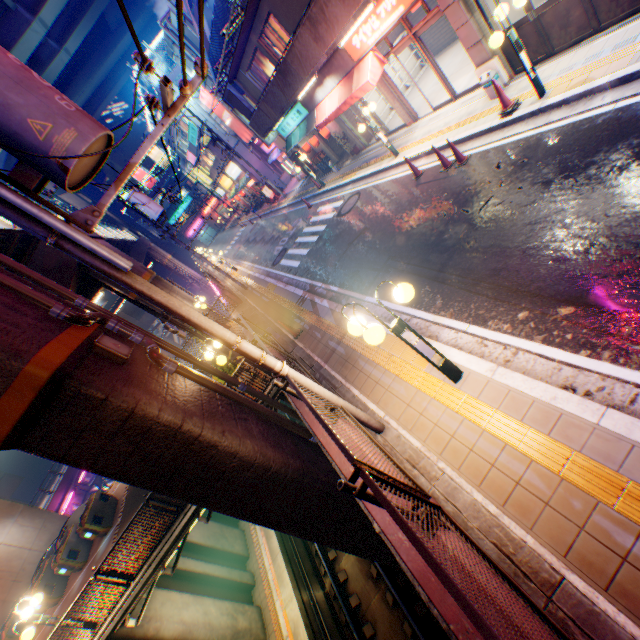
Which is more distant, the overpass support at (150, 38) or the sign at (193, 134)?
the overpass support at (150, 38)

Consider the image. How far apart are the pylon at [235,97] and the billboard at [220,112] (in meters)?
8.19

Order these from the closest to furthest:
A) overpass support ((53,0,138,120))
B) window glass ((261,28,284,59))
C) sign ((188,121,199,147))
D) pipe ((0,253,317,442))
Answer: pipe ((0,253,317,442)) < window glass ((261,28,284,59)) < sign ((188,121,199,147)) < overpass support ((53,0,138,120))

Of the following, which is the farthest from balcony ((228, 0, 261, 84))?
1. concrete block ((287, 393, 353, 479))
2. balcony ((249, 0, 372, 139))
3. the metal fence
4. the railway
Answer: the railway

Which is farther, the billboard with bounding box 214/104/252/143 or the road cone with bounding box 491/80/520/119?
the billboard with bounding box 214/104/252/143

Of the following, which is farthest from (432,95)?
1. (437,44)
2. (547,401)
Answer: (547,401)

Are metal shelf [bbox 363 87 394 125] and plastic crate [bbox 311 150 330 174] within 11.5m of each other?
yes

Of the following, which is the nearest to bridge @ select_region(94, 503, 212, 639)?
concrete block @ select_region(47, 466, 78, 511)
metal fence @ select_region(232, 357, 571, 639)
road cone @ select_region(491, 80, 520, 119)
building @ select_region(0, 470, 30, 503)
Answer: metal fence @ select_region(232, 357, 571, 639)
